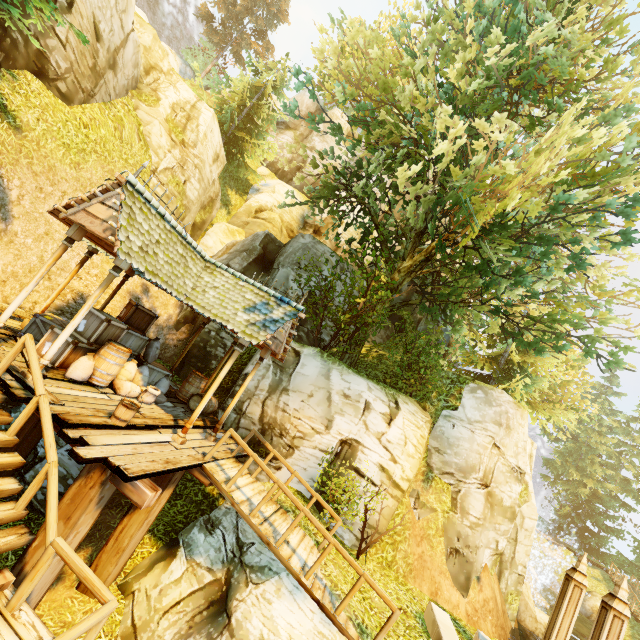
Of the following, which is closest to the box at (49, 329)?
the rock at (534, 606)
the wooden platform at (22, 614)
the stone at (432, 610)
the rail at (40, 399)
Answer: the rail at (40, 399)

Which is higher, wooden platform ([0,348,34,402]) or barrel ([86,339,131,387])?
barrel ([86,339,131,387])

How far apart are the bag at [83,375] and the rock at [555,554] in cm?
4004

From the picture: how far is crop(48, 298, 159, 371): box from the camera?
7.57m

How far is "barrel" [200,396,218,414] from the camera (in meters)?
10.95

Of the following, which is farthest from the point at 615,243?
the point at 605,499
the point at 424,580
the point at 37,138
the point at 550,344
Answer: the point at 605,499

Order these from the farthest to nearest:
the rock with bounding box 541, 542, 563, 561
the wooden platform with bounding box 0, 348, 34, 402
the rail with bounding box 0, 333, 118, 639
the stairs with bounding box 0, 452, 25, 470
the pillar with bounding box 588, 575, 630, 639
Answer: the rock with bounding box 541, 542, 563, 561
the pillar with bounding box 588, 575, 630, 639
the wooden platform with bounding box 0, 348, 34, 402
the stairs with bounding box 0, 452, 25, 470
the rail with bounding box 0, 333, 118, 639

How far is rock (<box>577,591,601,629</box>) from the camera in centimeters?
2416cm
